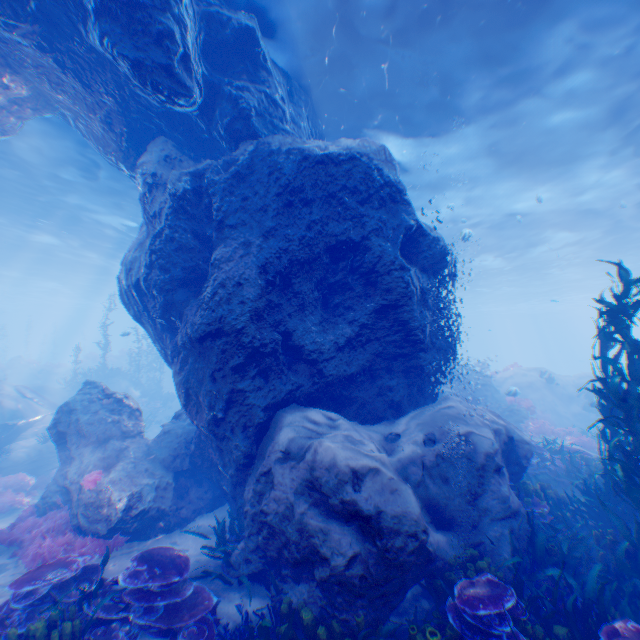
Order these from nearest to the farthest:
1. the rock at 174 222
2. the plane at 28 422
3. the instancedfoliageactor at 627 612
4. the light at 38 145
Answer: the instancedfoliageactor at 627 612
the rock at 174 222
the light at 38 145
the plane at 28 422

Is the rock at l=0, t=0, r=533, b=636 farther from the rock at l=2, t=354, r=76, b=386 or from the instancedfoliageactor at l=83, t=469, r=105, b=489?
the rock at l=2, t=354, r=76, b=386

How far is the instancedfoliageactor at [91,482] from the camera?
7.6m

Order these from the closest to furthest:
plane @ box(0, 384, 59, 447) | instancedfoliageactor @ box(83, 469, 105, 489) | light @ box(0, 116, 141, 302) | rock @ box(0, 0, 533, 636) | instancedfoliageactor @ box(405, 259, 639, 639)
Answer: instancedfoliageactor @ box(405, 259, 639, 639) → rock @ box(0, 0, 533, 636) → instancedfoliageactor @ box(83, 469, 105, 489) → light @ box(0, 116, 141, 302) → plane @ box(0, 384, 59, 447)

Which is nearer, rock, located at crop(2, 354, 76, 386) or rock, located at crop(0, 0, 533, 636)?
rock, located at crop(0, 0, 533, 636)

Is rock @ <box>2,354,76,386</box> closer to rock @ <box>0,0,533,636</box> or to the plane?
rock @ <box>0,0,533,636</box>

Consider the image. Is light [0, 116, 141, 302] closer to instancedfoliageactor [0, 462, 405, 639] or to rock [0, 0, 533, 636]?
rock [0, 0, 533, 636]

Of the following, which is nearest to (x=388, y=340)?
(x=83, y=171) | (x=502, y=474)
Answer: (x=502, y=474)
